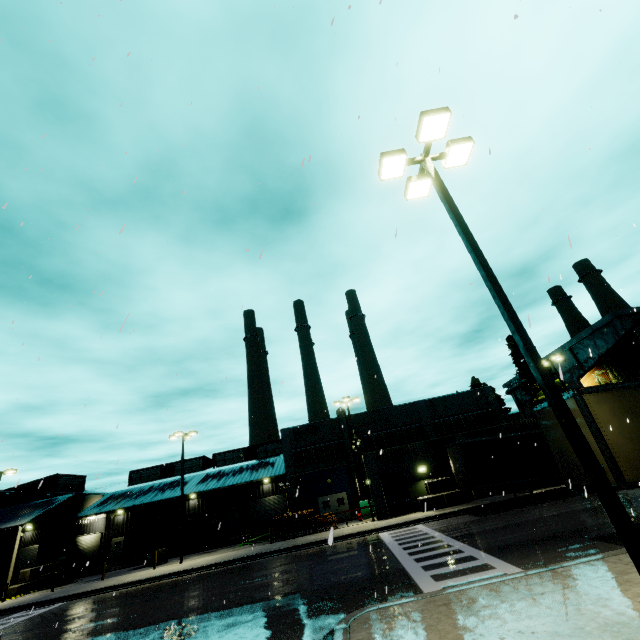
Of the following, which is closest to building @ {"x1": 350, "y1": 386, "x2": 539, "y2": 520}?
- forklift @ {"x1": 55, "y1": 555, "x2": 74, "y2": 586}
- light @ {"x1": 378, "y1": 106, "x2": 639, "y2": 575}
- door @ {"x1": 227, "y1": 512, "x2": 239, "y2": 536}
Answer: door @ {"x1": 227, "y1": 512, "x2": 239, "y2": 536}

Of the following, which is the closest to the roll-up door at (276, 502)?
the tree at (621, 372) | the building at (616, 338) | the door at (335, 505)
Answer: the building at (616, 338)

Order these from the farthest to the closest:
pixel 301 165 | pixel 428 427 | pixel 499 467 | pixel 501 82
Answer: pixel 428 427, pixel 499 467, pixel 501 82, pixel 301 165

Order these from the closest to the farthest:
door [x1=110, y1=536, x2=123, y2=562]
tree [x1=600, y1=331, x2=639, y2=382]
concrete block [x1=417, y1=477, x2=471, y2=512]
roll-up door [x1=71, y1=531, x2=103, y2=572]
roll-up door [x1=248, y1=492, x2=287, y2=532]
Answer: tree [x1=600, y1=331, x2=639, y2=382] → concrete block [x1=417, y1=477, x2=471, y2=512] → roll-up door [x1=71, y1=531, x2=103, y2=572] → door [x1=110, y1=536, x2=123, y2=562] → roll-up door [x1=248, y1=492, x2=287, y2=532]

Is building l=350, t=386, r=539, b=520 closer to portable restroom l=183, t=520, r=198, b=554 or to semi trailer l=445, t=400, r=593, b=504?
semi trailer l=445, t=400, r=593, b=504

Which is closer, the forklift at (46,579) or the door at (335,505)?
the forklift at (46,579)

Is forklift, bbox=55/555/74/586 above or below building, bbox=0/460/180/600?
below

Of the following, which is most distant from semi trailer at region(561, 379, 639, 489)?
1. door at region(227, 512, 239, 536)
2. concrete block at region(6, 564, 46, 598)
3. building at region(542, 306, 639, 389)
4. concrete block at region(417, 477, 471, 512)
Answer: door at region(227, 512, 239, 536)
